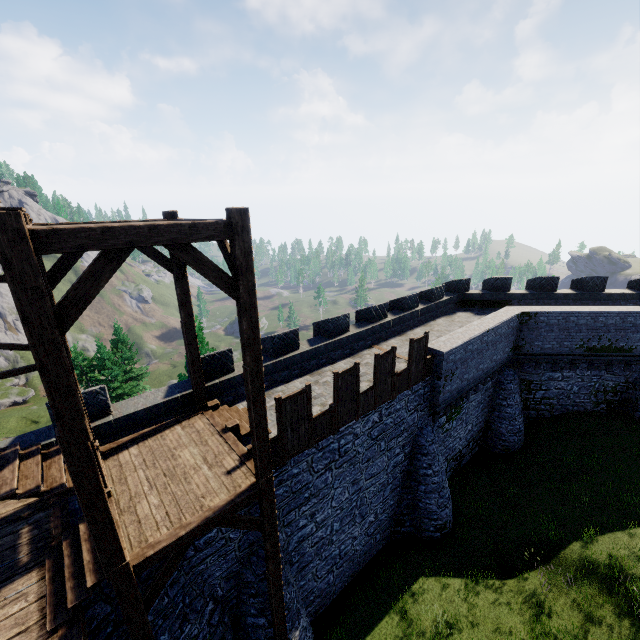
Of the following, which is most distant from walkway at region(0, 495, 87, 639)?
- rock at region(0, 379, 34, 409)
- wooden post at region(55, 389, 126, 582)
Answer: rock at region(0, 379, 34, 409)

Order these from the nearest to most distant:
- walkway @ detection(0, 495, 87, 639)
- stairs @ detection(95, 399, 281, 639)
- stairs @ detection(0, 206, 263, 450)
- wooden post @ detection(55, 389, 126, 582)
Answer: stairs @ detection(0, 206, 263, 450) → wooden post @ detection(55, 389, 126, 582) → walkway @ detection(0, 495, 87, 639) → stairs @ detection(95, 399, 281, 639)

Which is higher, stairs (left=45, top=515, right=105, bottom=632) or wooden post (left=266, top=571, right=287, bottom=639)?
stairs (left=45, top=515, right=105, bottom=632)

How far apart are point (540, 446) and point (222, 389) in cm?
1865

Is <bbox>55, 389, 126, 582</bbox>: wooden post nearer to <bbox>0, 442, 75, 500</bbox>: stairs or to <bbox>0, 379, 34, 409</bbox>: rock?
<bbox>0, 442, 75, 500</bbox>: stairs

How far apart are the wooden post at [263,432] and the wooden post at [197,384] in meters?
3.6

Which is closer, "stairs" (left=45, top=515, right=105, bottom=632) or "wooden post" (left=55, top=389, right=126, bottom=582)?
"wooden post" (left=55, top=389, right=126, bottom=582)

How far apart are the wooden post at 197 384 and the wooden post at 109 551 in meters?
4.5 m
